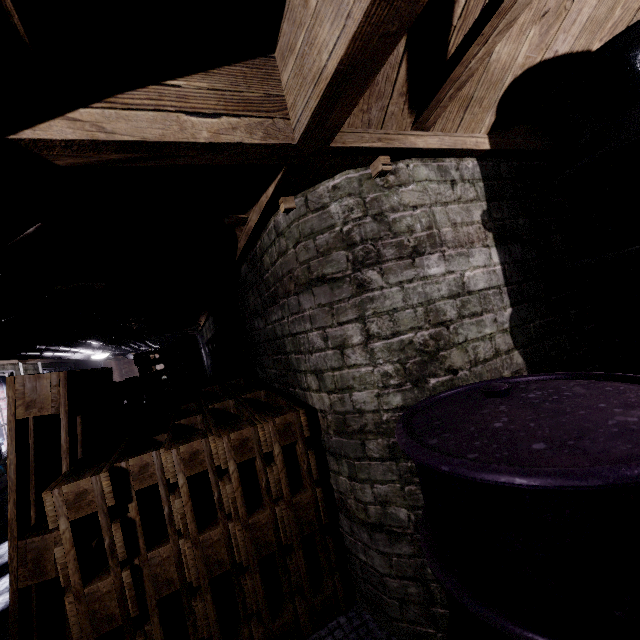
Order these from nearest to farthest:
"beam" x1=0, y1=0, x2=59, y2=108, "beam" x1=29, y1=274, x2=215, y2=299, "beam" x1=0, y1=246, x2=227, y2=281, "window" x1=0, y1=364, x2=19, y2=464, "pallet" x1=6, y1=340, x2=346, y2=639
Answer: "beam" x1=0, y1=0, x2=59, y2=108 → "pallet" x1=6, y1=340, x2=346, y2=639 → "beam" x1=0, y1=246, x2=227, y2=281 → "beam" x1=29, y1=274, x2=215, y2=299 → "window" x1=0, y1=364, x2=19, y2=464

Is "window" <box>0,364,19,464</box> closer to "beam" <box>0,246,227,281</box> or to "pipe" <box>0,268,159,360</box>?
"beam" <box>0,246,227,281</box>

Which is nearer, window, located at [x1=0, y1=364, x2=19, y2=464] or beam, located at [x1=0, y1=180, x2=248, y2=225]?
beam, located at [x1=0, y1=180, x2=248, y2=225]

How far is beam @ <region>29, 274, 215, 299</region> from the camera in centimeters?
280cm

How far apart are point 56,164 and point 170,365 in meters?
5.0 m

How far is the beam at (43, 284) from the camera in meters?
2.8

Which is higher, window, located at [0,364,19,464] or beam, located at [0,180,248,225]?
beam, located at [0,180,248,225]

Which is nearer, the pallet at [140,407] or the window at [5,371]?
the pallet at [140,407]
